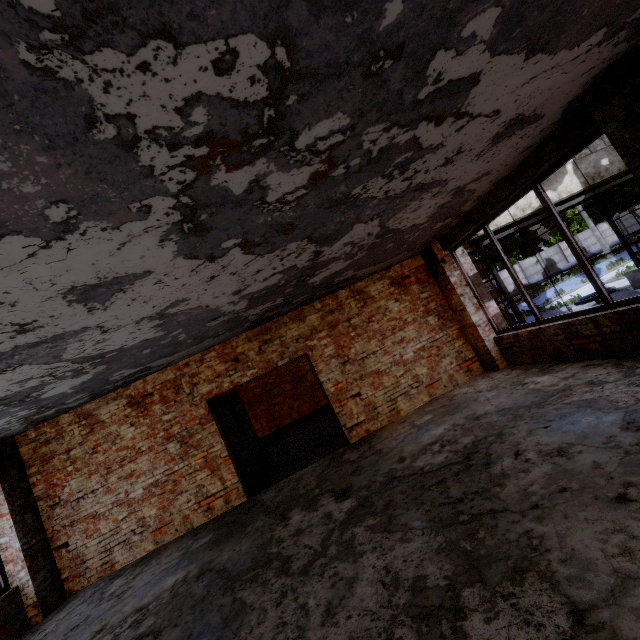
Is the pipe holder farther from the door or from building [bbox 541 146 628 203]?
the door

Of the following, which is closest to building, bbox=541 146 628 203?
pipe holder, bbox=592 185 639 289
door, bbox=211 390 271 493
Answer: pipe holder, bbox=592 185 639 289

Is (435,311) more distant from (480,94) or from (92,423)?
(92,423)

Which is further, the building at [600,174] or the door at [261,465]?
the building at [600,174]

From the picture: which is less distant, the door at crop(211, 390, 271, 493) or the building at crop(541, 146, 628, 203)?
the door at crop(211, 390, 271, 493)

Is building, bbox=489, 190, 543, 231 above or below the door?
above

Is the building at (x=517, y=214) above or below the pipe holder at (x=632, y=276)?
above
